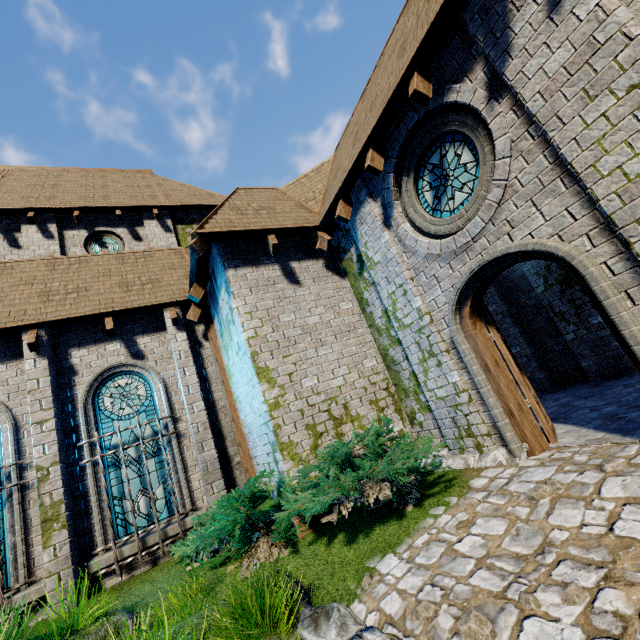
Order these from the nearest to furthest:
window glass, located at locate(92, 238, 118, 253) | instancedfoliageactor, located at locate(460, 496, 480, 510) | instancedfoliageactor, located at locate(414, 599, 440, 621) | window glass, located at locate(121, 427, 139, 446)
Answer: instancedfoliageactor, located at locate(414, 599, 440, 621) < instancedfoliageactor, located at locate(460, 496, 480, 510) < window glass, located at locate(121, 427, 139, 446) < window glass, located at locate(92, 238, 118, 253)

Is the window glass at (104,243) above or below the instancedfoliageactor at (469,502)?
above

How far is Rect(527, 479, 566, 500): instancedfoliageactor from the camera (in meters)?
3.63

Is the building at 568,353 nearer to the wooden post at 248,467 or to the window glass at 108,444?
the wooden post at 248,467

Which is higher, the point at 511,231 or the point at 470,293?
the point at 511,231

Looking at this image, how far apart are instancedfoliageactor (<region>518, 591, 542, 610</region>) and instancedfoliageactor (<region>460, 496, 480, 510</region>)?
1.6m

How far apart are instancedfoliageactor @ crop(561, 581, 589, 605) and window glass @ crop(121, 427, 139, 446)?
7.64m

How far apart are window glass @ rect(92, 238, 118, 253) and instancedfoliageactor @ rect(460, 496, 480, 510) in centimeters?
1380cm
